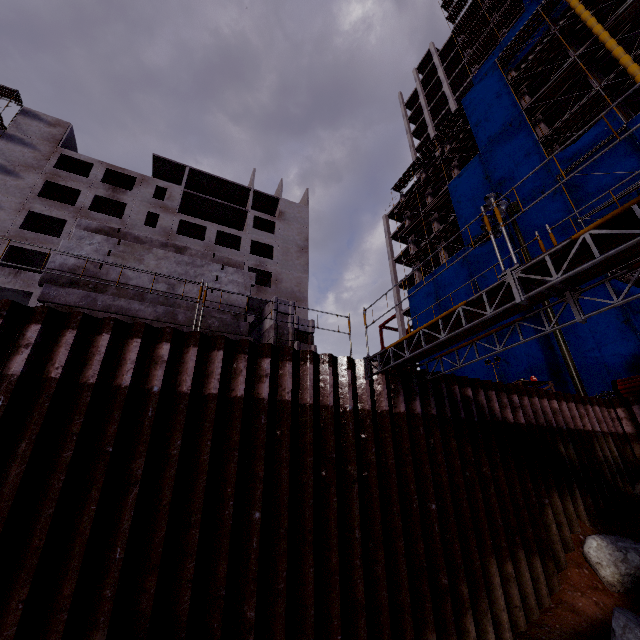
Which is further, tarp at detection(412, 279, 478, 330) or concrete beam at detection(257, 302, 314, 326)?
tarp at detection(412, 279, 478, 330)

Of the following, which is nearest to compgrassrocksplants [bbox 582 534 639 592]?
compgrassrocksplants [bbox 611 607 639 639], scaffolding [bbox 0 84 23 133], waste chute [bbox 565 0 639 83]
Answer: compgrassrocksplants [bbox 611 607 639 639]

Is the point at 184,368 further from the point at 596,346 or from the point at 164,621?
the point at 596,346

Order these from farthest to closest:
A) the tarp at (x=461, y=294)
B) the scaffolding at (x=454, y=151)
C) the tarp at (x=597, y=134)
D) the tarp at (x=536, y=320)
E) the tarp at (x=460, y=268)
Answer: the scaffolding at (x=454, y=151), the tarp at (x=461, y=294), the tarp at (x=460, y=268), the tarp at (x=536, y=320), the tarp at (x=597, y=134)

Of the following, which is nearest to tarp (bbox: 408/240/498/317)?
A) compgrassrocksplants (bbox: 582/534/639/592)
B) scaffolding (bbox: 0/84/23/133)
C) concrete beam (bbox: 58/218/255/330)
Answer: scaffolding (bbox: 0/84/23/133)

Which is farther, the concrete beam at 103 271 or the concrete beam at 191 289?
the concrete beam at 191 289

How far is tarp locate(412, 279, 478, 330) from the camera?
27.11m

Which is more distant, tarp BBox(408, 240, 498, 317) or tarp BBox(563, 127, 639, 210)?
tarp BBox(408, 240, 498, 317)
